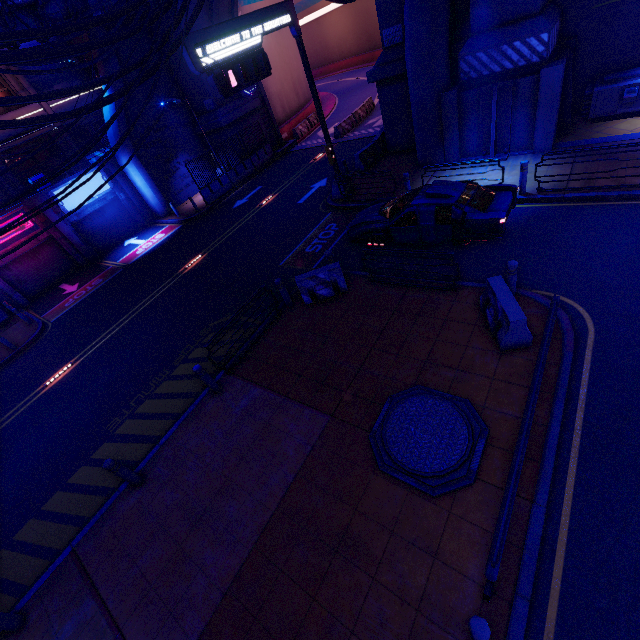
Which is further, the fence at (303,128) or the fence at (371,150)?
the fence at (303,128)

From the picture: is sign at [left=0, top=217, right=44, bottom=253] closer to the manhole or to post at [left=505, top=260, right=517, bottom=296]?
the manhole

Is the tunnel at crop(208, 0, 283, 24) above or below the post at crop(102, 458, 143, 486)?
above

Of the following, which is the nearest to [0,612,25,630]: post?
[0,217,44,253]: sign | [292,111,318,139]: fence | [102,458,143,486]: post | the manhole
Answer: [102,458,143,486]: post

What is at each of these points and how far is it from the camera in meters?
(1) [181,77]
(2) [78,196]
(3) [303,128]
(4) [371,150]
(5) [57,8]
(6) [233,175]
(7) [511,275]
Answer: (1) wall arch, 22.7 m
(2) sign, 21.2 m
(3) fence, 28.6 m
(4) fence, 17.4 m
(5) walkway, 15.7 m
(6) fence, 23.6 m
(7) post, 7.4 m

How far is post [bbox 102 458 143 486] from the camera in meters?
6.9

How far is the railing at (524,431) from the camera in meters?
3.7 m

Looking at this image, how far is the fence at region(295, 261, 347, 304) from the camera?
9.95m
